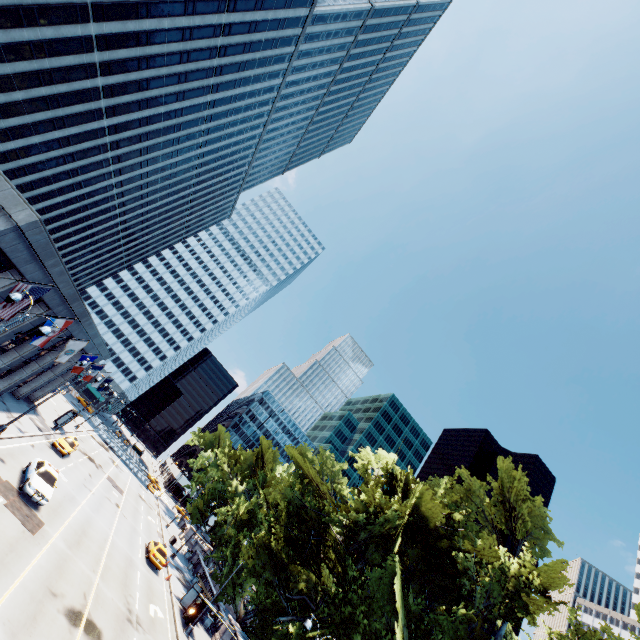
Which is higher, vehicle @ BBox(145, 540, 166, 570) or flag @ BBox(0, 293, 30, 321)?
flag @ BBox(0, 293, 30, 321)

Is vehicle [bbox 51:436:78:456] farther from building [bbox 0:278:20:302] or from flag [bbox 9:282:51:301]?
flag [bbox 9:282:51:301]

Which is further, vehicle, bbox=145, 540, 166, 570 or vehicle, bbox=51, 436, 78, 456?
vehicle, bbox=51, 436, 78, 456

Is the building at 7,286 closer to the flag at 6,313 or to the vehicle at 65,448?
the flag at 6,313

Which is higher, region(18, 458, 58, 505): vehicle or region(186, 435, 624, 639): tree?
region(186, 435, 624, 639): tree

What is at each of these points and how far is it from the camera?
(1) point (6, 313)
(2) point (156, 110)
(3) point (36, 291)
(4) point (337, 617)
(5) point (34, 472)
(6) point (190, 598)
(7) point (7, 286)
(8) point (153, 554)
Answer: (1) flag, 14.4 meters
(2) building, 47.1 meters
(3) flag, 15.1 meters
(4) tree, 19.9 meters
(5) vehicle, 21.9 meters
(6) bus stop, 29.9 meters
(7) building, 18.6 meters
(8) vehicle, 31.9 meters

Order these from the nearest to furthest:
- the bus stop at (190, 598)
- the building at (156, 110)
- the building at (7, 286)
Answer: the building at (7, 286)
the building at (156, 110)
the bus stop at (190, 598)

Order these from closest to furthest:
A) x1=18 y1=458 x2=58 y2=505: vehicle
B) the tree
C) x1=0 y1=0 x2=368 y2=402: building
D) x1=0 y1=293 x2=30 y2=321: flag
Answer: x1=0 y1=293 x2=30 y2=321: flag → the tree → x1=18 y1=458 x2=58 y2=505: vehicle → x1=0 y1=0 x2=368 y2=402: building
